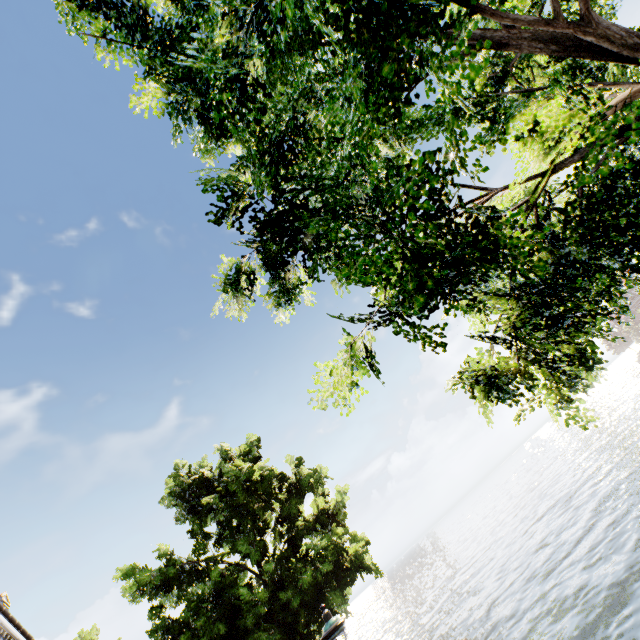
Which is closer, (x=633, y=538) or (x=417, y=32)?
(x=417, y=32)

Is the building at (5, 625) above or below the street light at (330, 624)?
above

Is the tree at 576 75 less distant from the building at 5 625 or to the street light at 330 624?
the street light at 330 624

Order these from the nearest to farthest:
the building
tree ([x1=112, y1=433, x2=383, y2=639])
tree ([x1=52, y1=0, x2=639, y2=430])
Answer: tree ([x1=52, y1=0, x2=639, y2=430])
tree ([x1=112, y1=433, x2=383, y2=639])
the building

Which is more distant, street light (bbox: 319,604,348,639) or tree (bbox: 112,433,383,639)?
tree (bbox: 112,433,383,639)

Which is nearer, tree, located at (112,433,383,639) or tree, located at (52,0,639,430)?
tree, located at (52,0,639,430)

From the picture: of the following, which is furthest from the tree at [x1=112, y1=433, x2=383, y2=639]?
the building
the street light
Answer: the building
